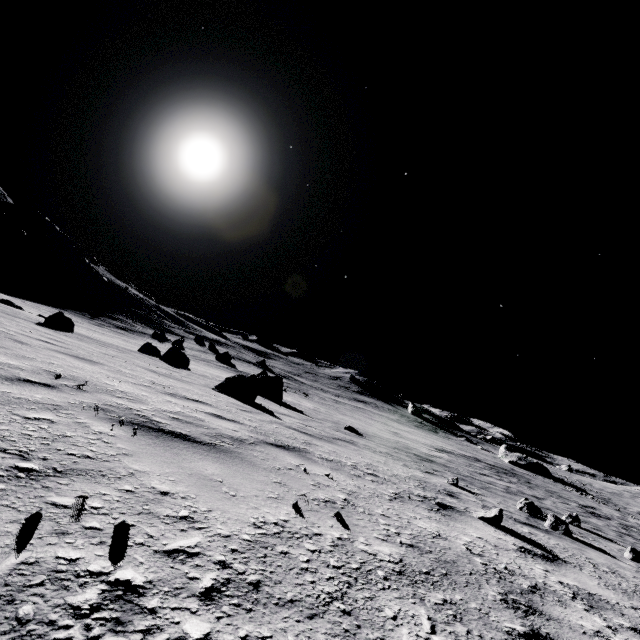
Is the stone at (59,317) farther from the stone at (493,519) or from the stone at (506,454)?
the stone at (506,454)

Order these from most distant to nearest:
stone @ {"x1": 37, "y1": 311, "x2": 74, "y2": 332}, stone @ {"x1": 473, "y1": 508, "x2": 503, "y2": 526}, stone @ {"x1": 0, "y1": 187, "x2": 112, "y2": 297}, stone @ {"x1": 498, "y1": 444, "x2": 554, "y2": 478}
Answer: stone @ {"x1": 498, "y1": 444, "x2": 554, "y2": 478} → stone @ {"x1": 0, "y1": 187, "x2": 112, "y2": 297} → stone @ {"x1": 37, "y1": 311, "x2": 74, "y2": 332} → stone @ {"x1": 473, "y1": 508, "x2": 503, "y2": 526}

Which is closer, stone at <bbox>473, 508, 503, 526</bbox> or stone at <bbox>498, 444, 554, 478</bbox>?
stone at <bbox>473, 508, 503, 526</bbox>

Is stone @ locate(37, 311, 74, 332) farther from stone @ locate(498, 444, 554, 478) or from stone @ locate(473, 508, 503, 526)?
stone @ locate(498, 444, 554, 478)

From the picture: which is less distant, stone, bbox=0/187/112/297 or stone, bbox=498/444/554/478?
stone, bbox=0/187/112/297

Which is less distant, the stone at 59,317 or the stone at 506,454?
the stone at 59,317

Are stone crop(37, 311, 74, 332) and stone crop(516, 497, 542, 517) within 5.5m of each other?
no

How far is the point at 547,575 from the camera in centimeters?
268cm
